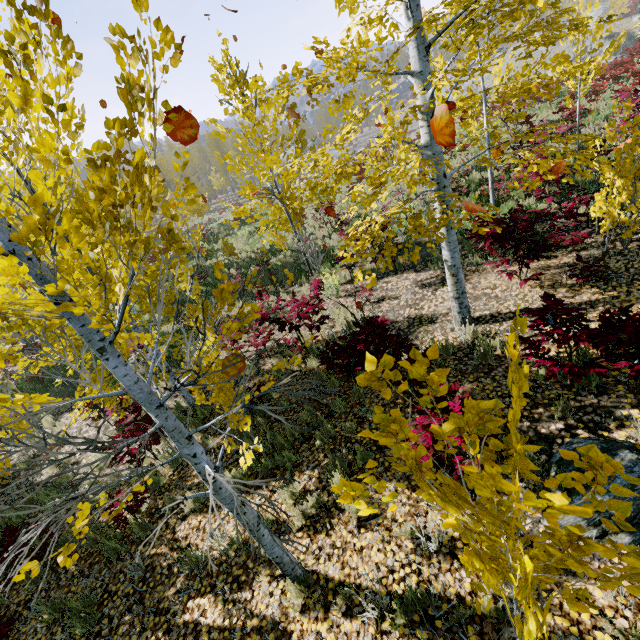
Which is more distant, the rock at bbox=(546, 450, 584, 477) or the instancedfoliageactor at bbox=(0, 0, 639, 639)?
the rock at bbox=(546, 450, 584, 477)

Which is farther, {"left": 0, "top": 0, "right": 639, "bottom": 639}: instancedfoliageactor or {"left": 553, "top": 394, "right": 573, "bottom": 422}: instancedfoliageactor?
{"left": 553, "top": 394, "right": 573, "bottom": 422}: instancedfoliageactor

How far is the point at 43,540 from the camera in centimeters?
190cm

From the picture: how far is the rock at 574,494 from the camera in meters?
3.0

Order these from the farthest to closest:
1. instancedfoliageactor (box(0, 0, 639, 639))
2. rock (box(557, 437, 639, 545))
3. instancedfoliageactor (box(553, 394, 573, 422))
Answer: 1. instancedfoliageactor (box(553, 394, 573, 422))
2. rock (box(557, 437, 639, 545))
3. instancedfoliageactor (box(0, 0, 639, 639))

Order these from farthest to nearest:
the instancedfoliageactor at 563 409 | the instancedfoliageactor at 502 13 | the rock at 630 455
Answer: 1. the instancedfoliageactor at 563 409
2. the rock at 630 455
3. the instancedfoliageactor at 502 13

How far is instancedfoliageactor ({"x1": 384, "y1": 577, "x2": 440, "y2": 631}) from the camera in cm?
278
